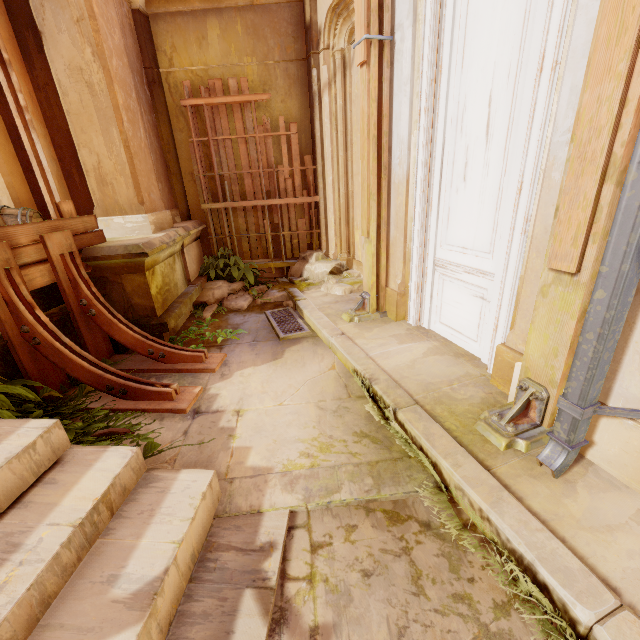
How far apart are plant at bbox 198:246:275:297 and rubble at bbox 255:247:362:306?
0.0 meters

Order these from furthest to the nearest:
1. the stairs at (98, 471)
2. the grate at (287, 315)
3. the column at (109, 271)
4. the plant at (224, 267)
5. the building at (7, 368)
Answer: the plant at (224, 267), the grate at (287, 315), the column at (109, 271), the building at (7, 368), the stairs at (98, 471)

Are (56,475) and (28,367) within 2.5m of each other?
yes

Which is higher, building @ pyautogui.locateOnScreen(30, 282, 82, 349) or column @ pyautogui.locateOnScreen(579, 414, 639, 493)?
building @ pyautogui.locateOnScreen(30, 282, 82, 349)

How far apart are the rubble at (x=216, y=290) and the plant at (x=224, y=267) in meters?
0.0 m

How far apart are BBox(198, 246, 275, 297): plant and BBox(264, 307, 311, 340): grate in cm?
112

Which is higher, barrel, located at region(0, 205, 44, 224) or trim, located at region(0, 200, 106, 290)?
barrel, located at region(0, 205, 44, 224)

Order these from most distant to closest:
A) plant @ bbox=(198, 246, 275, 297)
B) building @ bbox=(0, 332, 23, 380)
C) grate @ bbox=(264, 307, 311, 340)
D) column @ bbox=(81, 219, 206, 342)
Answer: plant @ bbox=(198, 246, 275, 297)
grate @ bbox=(264, 307, 311, 340)
column @ bbox=(81, 219, 206, 342)
building @ bbox=(0, 332, 23, 380)
